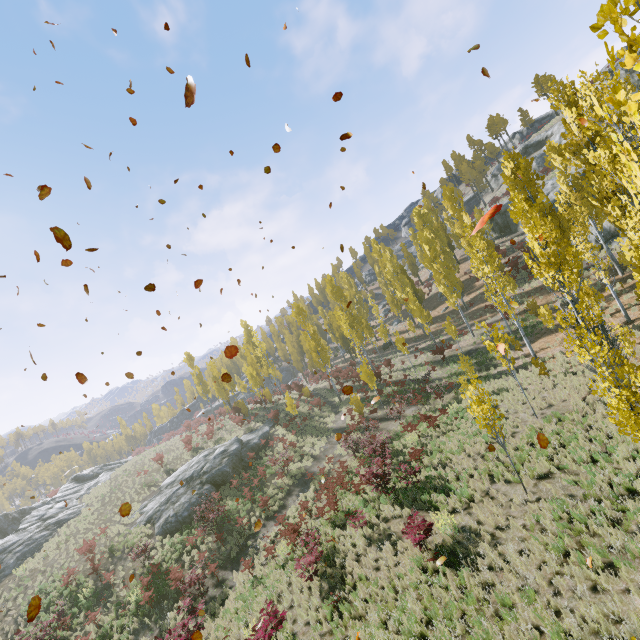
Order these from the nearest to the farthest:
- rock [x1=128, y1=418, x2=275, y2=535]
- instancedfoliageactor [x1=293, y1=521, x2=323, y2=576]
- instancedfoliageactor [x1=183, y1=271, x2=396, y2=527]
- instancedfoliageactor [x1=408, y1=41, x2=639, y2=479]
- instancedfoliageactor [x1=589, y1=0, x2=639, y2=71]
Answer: instancedfoliageactor [x1=589, y1=0, x2=639, y2=71], instancedfoliageactor [x1=408, y1=41, x2=639, y2=479], instancedfoliageactor [x1=293, y1=521, x2=323, y2=576], instancedfoliageactor [x1=183, y1=271, x2=396, y2=527], rock [x1=128, y1=418, x2=275, y2=535]

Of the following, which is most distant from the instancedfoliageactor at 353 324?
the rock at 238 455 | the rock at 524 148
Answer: the rock at 524 148

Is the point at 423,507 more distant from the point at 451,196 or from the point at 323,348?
the point at 451,196

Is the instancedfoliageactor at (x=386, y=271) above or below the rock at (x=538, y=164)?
below

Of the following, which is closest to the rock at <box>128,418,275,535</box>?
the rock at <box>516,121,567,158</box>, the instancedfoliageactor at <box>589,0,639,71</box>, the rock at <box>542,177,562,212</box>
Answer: the instancedfoliageactor at <box>589,0,639,71</box>

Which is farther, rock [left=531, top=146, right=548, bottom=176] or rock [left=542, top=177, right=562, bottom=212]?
rock [left=531, top=146, right=548, bottom=176]

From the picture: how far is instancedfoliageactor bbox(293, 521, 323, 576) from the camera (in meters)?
12.22

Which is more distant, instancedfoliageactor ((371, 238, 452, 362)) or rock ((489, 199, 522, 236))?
rock ((489, 199, 522, 236))
